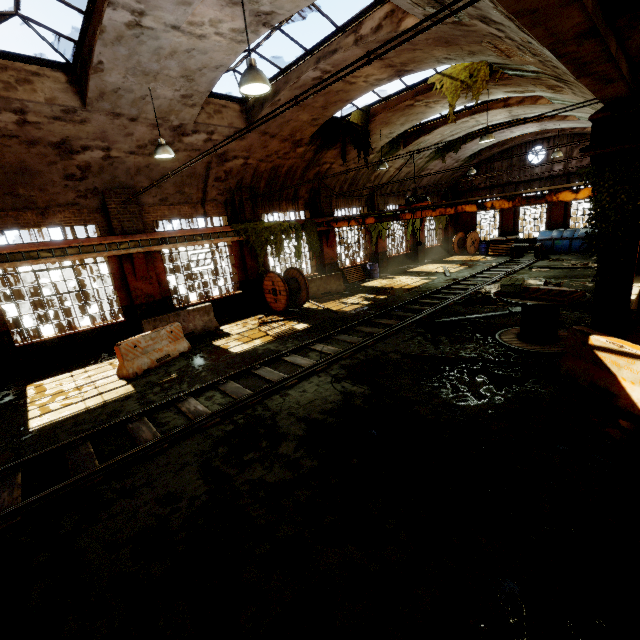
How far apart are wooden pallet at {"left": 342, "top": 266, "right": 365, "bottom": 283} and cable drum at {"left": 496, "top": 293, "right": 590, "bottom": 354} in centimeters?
1135cm

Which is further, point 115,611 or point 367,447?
point 367,447

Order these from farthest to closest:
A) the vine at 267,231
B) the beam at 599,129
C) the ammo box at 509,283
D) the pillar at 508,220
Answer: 1. the pillar at 508,220
2. the vine at 267,231
3. the ammo box at 509,283
4. the beam at 599,129

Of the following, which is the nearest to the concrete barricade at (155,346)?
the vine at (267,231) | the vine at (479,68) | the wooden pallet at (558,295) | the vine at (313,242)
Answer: the vine at (267,231)

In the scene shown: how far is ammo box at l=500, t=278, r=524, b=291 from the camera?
7.9 meters

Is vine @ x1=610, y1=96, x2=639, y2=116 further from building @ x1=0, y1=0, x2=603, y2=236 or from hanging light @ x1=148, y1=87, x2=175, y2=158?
hanging light @ x1=148, y1=87, x2=175, y2=158

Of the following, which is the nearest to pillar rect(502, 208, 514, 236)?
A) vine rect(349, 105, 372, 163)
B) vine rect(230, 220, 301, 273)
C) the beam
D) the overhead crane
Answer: vine rect(349, 105, 372, 163)

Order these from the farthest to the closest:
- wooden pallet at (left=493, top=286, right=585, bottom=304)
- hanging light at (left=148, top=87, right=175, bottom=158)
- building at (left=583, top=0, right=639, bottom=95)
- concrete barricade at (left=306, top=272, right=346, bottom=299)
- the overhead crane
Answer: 1. concrete barricade at (left=306, top=272, right=346, bottom=299)
2. the overhead crane
3. hanging light at (left=148, top=87, right=175, bottom=158)
4. wooden pallet at (left=493, top=286, right=585, bottom=304)
5. building at (left=583, top=0, right=639, bottom=95)
